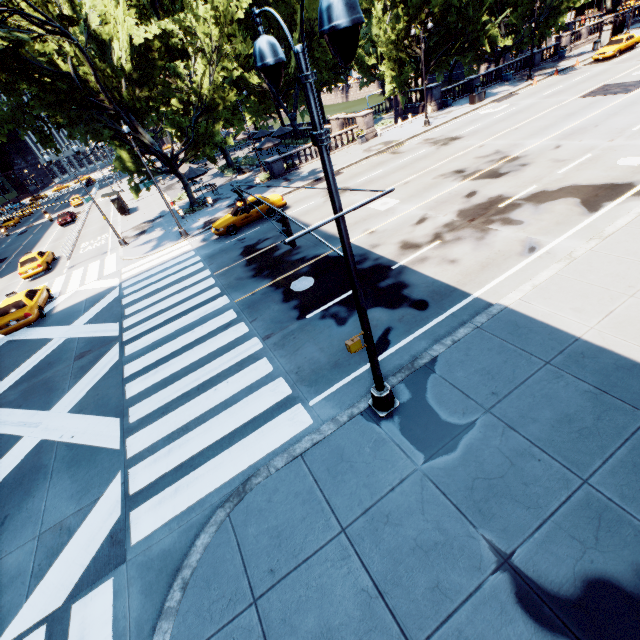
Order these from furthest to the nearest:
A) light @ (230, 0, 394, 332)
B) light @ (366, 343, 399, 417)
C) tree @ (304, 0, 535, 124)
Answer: tree @ (304, 0, 535, 124), light @ (366, 343, 399, 417), light @ (230, 0, 394, 332)

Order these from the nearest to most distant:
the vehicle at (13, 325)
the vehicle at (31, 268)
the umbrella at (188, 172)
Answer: the vehicle at (13, 325) < the vehicle at (31, 268) < the umbrella at (188, 172)

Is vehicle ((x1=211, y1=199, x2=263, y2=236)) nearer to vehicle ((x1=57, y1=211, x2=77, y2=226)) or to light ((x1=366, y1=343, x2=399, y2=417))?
light ((x1=366, y1=343, x2=399, y2=417))

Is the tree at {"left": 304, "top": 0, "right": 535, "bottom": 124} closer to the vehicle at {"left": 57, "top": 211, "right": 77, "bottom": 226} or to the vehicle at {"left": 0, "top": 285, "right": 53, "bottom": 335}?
the vehicle at {"left": 0, "top": 285, "right": 53, "bottom": 335}

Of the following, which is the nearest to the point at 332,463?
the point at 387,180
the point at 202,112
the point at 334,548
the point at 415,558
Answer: the point at 334,548

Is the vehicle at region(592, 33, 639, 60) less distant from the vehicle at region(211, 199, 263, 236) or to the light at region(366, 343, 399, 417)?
the vehicle at region(211, 199, 263, 236)

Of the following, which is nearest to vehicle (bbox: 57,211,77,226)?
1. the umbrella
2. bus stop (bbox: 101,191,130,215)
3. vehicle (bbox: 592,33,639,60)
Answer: bus stop (bbox: 101,191,130,215)

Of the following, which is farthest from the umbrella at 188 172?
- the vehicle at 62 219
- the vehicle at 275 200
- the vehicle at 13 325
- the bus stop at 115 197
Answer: the vehicle at 62 219
